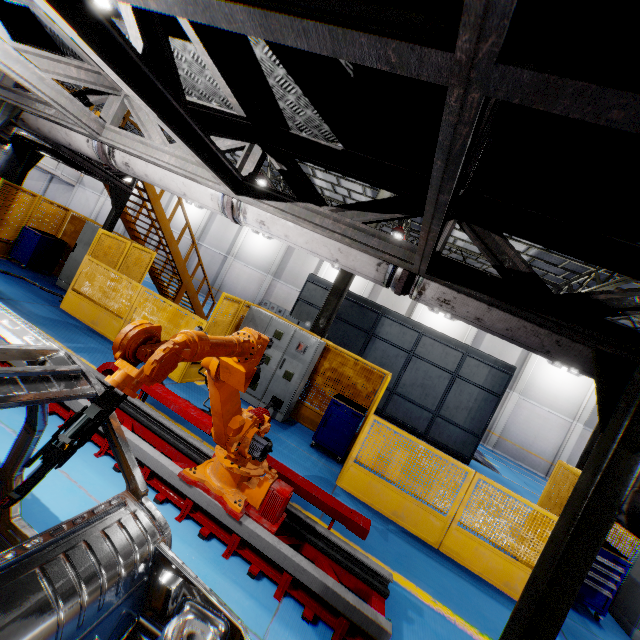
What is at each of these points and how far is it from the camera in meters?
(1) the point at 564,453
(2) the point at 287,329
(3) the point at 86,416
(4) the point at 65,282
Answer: (1) cement column, 20.4 m
(2) cabinet, 8.0 m
(3) robot arm, 1.4 m
(4) cabinet, 9.8 m

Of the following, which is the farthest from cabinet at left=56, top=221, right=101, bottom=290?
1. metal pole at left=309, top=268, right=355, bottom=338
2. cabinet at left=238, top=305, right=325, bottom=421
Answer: metal pole at left=309, top=268, right=355, bottom=338

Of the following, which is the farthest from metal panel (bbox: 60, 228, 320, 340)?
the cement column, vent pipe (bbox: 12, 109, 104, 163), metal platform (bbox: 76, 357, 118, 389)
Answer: the cement column

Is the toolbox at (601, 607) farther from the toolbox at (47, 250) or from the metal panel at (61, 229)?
the toolbox at (47, 250)

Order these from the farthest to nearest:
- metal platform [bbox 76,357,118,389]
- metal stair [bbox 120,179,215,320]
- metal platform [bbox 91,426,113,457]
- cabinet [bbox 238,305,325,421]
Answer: metal stair [bbox 120,179,215,320]
cabinet [bbox 238,305,325,421]
metal platform [bbox 76,357,118,389]
metal platform [bbox 91,426,113,457]

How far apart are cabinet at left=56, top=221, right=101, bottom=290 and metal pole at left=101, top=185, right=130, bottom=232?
0.64m

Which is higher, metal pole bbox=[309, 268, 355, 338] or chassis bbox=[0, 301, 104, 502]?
metal pole bbox=[309, 268, 355, 338]

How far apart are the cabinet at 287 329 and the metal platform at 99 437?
3.03m
